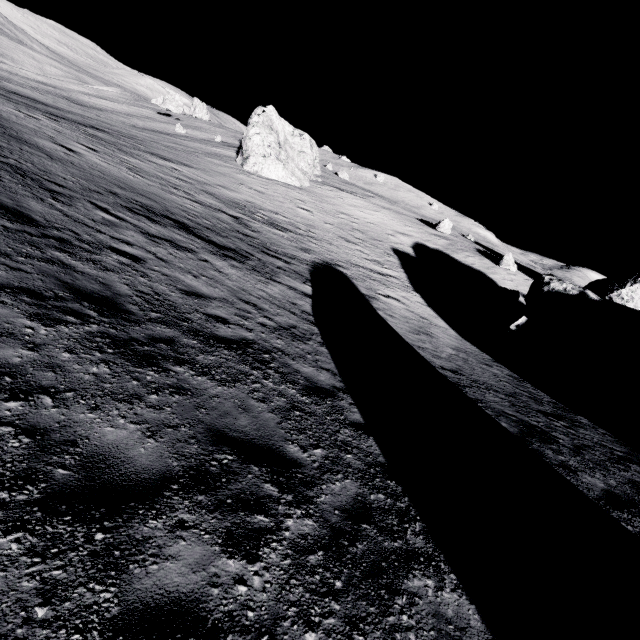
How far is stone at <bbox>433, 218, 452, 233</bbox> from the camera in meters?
39.2

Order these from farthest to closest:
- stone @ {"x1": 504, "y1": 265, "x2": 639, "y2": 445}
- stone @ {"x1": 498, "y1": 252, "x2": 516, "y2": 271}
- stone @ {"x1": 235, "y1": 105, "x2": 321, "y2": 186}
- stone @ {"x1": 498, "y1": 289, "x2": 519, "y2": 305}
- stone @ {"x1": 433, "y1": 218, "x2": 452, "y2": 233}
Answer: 1. stone @ {"x1": 433, "y1": 218, "x2": 452, "y2": 233}
2. stone @ {"x1": 235, "y1": 105, "x2": 321, "y2": 186}
3. stone @ {"x1": 498, "y1": 252, "x2": 516, "y2": 271}
4. stone @ {"x1": 498, "y1": 289, "x2": 519, "y2": 305}
5. stone @ {"x1": 504, "y1": 265, "x2": 639, "y2": 445}

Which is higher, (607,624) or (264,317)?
(607,624)

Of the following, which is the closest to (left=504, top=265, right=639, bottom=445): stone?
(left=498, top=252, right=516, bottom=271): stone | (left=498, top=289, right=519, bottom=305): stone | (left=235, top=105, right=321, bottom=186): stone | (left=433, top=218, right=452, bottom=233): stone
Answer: (left=498, top=289, right=519, bottom=305): stone

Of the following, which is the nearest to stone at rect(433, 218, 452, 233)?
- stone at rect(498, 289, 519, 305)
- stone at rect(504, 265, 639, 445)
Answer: stone at rect(498, 289, 519, 305)

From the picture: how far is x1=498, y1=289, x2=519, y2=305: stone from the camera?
28.19m

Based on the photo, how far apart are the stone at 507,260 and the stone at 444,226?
7.29m

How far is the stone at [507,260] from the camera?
33.9 meters
